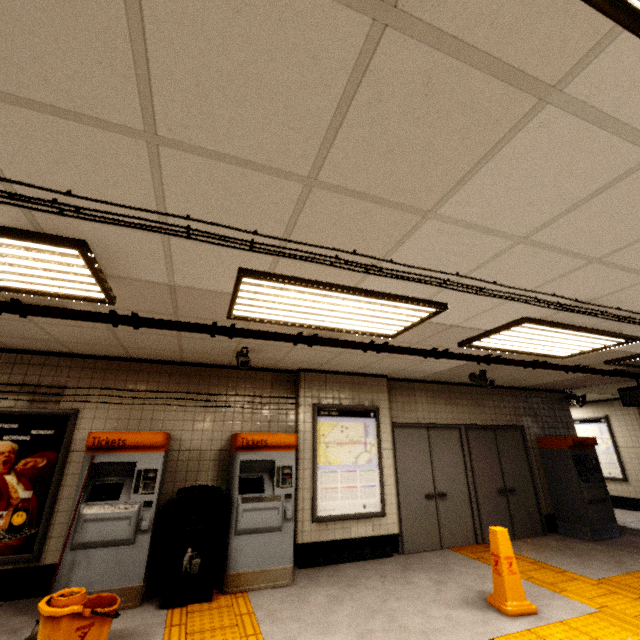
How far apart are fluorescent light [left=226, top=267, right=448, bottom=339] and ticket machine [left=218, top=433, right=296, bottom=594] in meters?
2.0

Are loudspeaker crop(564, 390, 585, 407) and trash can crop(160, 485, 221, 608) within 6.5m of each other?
no

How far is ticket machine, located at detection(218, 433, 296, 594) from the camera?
4.11m

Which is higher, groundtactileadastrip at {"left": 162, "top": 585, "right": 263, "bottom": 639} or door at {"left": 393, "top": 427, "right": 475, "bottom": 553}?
door at {"left": 393, "top": 427, "right": 475, "bottom": 553}

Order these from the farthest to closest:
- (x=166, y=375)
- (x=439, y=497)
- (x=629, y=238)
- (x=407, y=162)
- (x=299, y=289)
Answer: (x=439, y=497)
(x=166, y=375)
(x=299, y=289)
(x=629, y=238)
(x=407, y=162)

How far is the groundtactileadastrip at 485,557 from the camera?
5.11m

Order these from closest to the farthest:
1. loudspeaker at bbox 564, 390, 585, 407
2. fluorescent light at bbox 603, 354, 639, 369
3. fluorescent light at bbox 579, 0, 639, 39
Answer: fluorescent light at bbox 579, 0, 639, 39 < fluorescent light at bbox 603, 354, 639, 369 < loudspeaker at bbox 564, 390, 585, 407

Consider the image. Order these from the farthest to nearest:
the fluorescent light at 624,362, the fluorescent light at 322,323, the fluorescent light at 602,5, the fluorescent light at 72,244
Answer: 1. the fluorescent light at 624,362
2. the fluorescent light at 322,323
3. the fluorescent light at 72,244
4. the fluorescent light at 602,5
